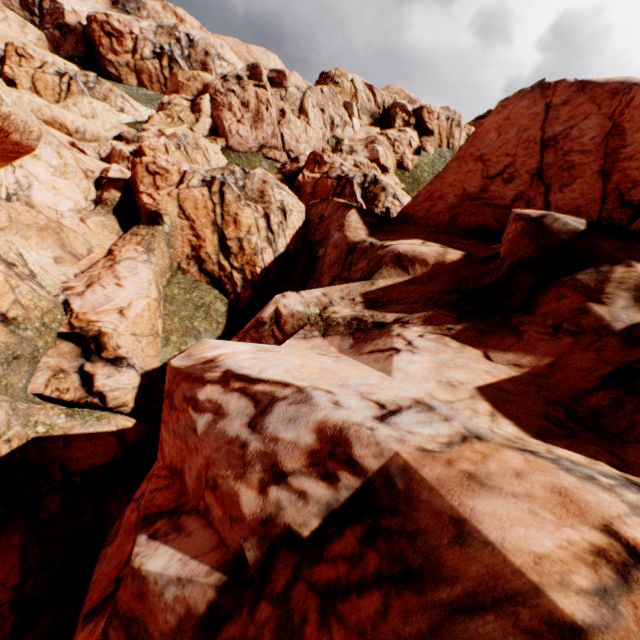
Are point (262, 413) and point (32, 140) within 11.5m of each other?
no
